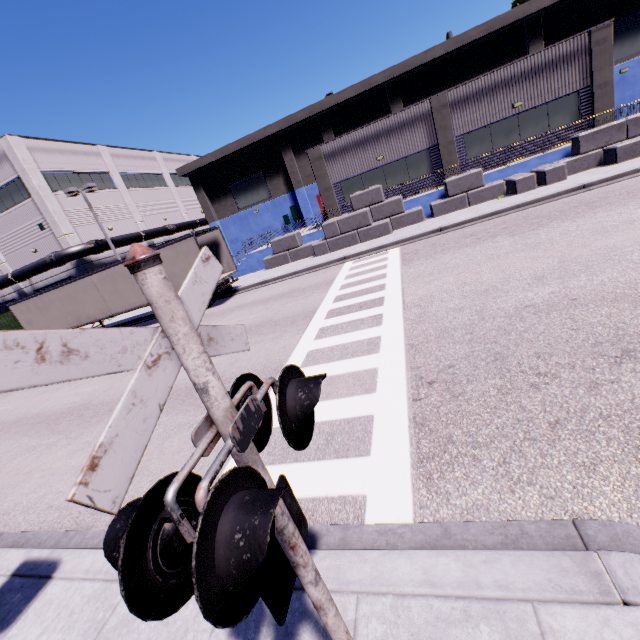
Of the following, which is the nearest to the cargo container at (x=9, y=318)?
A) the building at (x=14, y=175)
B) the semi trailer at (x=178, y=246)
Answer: the semi trailer at (x=178, y=246)

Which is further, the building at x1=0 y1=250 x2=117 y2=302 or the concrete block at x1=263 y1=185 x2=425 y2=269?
the building at x1=0 y1=250 x2=117 y2=302

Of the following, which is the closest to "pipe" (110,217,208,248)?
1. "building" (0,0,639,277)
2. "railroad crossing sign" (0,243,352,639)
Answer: "building" (0,0,639,277)

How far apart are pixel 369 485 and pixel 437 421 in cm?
132

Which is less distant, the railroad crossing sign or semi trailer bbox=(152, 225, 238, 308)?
the railroad crossing sign

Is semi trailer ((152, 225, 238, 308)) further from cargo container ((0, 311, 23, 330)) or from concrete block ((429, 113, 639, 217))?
concrete block ((429, 113, 639, 217))

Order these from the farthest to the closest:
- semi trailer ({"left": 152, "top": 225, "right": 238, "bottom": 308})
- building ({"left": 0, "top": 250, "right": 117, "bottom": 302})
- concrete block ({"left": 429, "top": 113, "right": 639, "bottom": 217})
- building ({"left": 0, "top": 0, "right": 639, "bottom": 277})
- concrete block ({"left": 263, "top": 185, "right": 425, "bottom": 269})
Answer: building ({"left": 0, "top": 250, "right": 117, "bottom": 302}), concrete block ({"left": 263, "top": 185, "right": 425, "bottom": 269}), building ({"left": 0, "top": 0, "right": 639, "bottom": 277}), semi trailer ({"left": 152, "top": 225, "right": 238, "bottom": 308}), concrete block ({"left": 429, "top": 113, "right": 639, "bottom": 217})

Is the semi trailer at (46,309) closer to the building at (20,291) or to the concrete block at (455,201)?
the building at (20,291)
